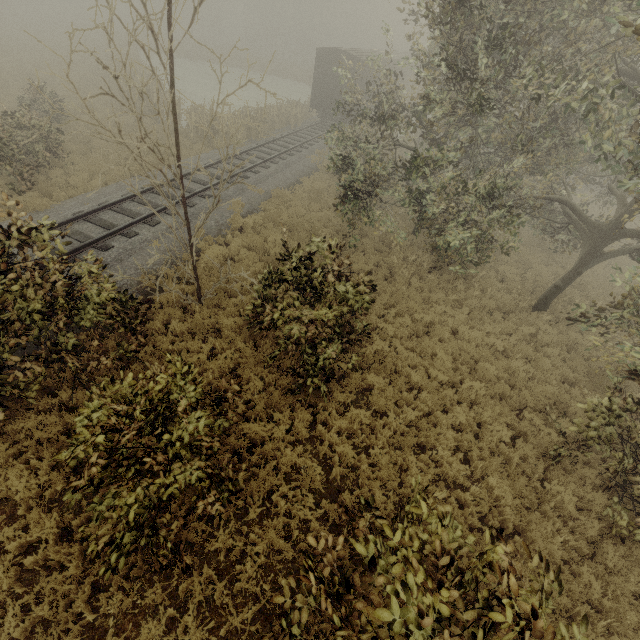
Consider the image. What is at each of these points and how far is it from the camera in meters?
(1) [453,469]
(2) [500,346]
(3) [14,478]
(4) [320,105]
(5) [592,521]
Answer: (1) tree, 7.3
(2) tree, 10.3
(3) tree, 5.6
(4) boxcar, 25.1
(5) tree, 6.7

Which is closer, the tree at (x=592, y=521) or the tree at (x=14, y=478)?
the tree at (x=592, y=521)

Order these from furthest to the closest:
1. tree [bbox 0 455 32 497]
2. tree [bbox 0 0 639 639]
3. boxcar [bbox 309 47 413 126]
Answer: boxcar [bbox 309 47 413 126], tree [bbox 0 455 32 497], tree [bbox 0 0 639 639]

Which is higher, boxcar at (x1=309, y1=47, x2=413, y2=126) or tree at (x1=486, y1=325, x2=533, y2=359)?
boxcar at (x1=309, y1=47, x2=413, y2=126)

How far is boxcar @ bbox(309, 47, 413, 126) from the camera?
22.80m

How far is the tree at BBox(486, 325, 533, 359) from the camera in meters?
10.4

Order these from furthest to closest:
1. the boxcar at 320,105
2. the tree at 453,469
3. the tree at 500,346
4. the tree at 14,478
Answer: the boxcar at 320,105, the tree at 500,346, the tree at 453,469, the tree at 14,478
